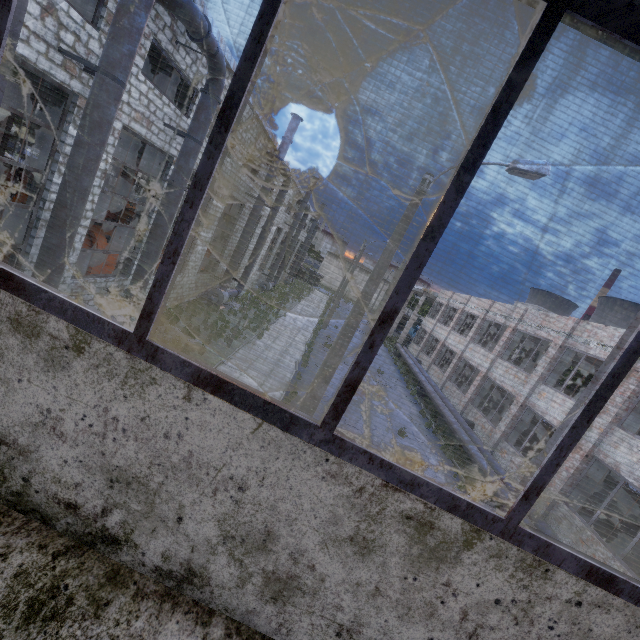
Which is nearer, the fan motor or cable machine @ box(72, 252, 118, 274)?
cable machine @ box(72, 252, 118, 274)

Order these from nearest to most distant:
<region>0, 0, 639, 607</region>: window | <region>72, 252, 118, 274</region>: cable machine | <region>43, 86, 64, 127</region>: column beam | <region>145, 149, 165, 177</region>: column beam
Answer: <region>0, 0, 639, 607</region>: window, <region>43, 86, 64, 127</region>: column beam, <region>145, 149, 165, 177</region>: column beam, <region>72, 252, 118, 274</region>: cable machine

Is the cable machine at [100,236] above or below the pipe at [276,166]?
below

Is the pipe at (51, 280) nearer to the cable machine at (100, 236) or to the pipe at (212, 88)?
the pipe at (212, 88)

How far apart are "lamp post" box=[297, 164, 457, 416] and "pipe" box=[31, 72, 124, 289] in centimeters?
698cm

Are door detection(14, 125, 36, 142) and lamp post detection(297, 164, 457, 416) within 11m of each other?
no

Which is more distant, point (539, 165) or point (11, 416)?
point (539, 165)

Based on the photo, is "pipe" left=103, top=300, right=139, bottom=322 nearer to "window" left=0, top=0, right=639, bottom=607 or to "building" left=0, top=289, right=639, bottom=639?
"building" left=0, top=289, right=639, bottom=639
